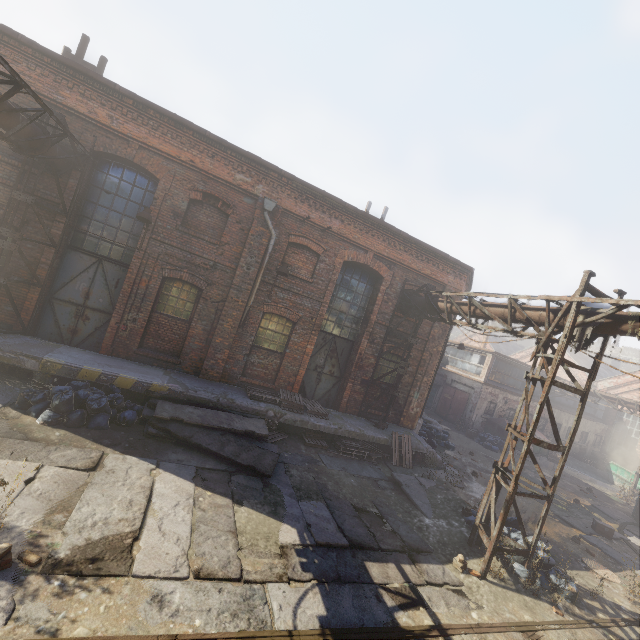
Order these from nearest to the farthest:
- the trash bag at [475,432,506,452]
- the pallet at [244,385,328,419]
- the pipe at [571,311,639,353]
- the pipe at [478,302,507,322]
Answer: the pipe at [571,311,639,353] < the pipe at [478,302,507,322] < the pallet at [244,385,328,419] < the trash bag at [475,432,506,452]

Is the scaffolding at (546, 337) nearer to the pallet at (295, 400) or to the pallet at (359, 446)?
the pallet at (359, 446)

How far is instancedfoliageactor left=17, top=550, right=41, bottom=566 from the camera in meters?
4.0 m

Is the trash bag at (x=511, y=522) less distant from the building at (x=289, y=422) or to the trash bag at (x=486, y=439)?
the building at (x=289, y=422)

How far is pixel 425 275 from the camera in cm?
1344

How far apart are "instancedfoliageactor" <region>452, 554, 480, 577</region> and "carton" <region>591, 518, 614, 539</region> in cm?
869

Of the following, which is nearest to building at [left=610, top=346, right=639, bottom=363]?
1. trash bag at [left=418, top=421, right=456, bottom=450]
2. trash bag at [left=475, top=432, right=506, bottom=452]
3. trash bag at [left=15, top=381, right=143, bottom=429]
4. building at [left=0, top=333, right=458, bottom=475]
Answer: trash bag at [left=475, top=432, right=506, bottom=452]

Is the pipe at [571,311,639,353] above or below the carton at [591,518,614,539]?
above
